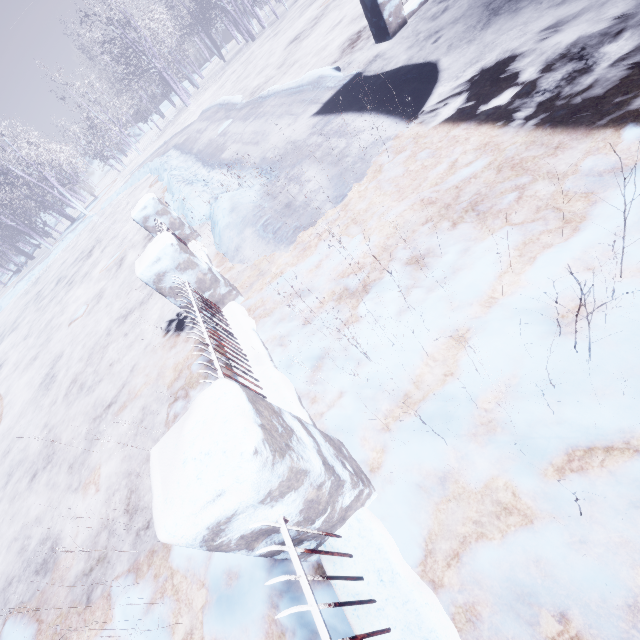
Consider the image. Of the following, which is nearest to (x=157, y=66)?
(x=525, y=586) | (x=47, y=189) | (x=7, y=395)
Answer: (x=47, y=189)

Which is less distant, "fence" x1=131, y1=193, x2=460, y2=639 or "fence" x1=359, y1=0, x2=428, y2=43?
"fence" x1=131, y1=193, x2=460, y2=639

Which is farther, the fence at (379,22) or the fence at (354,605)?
the fence at (379,22)
